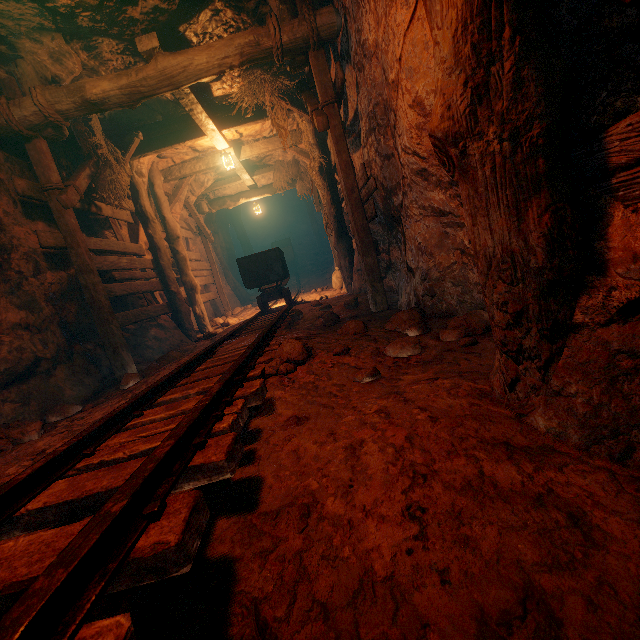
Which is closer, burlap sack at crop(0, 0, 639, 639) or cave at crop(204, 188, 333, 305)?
burlap sack at crop(0, 0, 639, 639)

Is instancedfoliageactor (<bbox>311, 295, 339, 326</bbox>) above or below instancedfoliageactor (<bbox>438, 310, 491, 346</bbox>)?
below

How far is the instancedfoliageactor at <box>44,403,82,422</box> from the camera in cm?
376

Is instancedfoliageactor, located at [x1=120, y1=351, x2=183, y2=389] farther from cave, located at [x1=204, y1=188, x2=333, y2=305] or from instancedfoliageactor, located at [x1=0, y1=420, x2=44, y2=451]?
cave, located at [x1=204, y1=188, x2=333, y2=305]

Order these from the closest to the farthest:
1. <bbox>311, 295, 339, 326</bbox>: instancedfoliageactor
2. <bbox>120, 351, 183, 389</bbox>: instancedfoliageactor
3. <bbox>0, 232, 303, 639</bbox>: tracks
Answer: <bbox>0, 232, 303, 639</bbox>: tracks → <bbox>120, 351, 183, 389</bbox>: instancedfoliageactor → <bbox>311, 295, 339, 326</bbox>: instancedfoliageactor

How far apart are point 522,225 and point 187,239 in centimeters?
1148cm

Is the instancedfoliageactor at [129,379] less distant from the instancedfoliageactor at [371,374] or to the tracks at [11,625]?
the tracks at [11,625]

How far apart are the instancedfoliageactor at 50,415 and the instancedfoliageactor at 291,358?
2.8 meters
